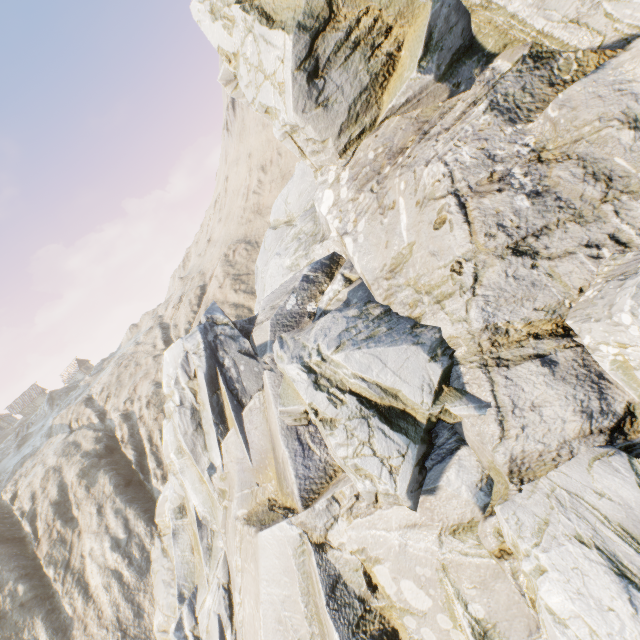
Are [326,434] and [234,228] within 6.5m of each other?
no
